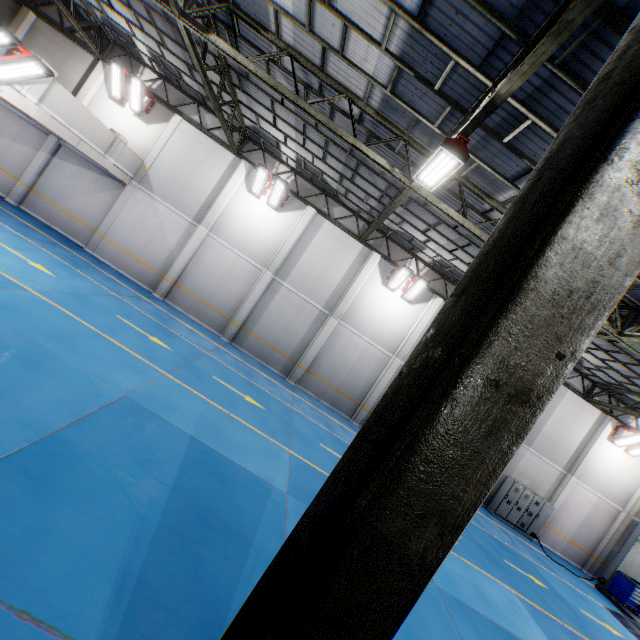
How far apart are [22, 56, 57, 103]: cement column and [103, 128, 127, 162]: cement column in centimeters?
343cm

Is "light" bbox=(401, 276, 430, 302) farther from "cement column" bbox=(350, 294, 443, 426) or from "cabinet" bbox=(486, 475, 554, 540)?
"cabinet" bbox=(486, 475, 554, 540)

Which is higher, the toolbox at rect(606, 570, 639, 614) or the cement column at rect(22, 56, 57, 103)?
the cement column at rect(22, 56, 57, 103)

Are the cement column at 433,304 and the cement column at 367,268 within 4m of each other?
yes

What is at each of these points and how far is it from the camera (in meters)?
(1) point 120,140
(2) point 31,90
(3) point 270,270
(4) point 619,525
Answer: (1) cement column, 13.57
(2) cement column, 9.52
(3) cement column, 16.05
(4) cement column, 17.95

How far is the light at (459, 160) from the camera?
6.2m

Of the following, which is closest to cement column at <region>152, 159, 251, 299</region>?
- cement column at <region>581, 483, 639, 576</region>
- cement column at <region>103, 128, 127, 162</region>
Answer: cement column at <region>103, 128, 127, 162</region>

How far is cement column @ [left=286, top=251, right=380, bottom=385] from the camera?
16.4m
